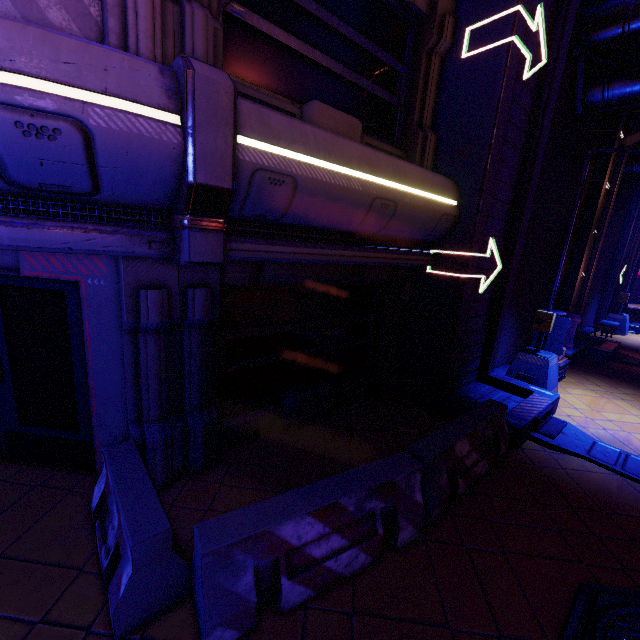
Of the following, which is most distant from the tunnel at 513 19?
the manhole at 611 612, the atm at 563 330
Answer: the manhole at 611 612

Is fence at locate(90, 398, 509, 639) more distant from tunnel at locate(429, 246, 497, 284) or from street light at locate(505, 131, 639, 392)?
street light at locate(505, 131, 639, 392)

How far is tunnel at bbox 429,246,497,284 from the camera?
6.1m

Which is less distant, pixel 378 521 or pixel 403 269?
pixel 378 521

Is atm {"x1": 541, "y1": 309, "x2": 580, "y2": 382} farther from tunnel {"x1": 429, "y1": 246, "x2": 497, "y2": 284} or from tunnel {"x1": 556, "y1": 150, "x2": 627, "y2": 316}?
tunnel {"x1": 556, "y1": 150, "x2": 627, "y2": 316}

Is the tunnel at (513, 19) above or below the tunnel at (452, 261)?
above

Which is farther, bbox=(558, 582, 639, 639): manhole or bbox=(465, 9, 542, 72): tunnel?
bbox=(465, 9, 542, 72): tunnel

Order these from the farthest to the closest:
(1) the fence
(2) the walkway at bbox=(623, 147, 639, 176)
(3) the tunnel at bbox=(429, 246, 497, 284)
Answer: (2) the walkway at bbox=(623, 147, 639, 176), (3) the tunnel at bbox=(429, 246, 497, 284), (1) the fence
